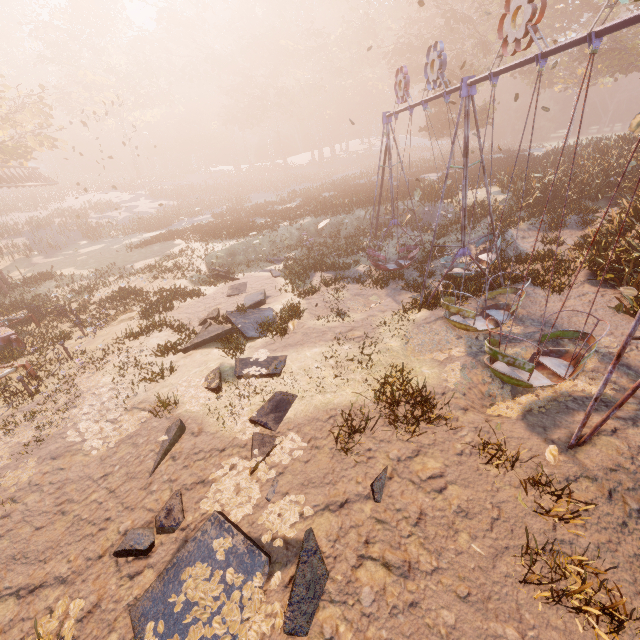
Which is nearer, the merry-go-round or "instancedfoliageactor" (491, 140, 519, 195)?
the merry-go-round

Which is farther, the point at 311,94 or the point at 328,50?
the point at 311,94

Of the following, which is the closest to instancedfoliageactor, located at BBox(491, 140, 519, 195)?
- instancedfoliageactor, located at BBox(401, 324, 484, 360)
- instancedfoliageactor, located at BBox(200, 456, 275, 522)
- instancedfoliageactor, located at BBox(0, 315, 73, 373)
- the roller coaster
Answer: instancedfoliageactor, located at BBox(0, 315, 73, 373)

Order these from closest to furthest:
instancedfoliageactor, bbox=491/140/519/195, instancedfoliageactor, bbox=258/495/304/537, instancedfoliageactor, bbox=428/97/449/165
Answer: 1. instancedfoliageactor, bbox=258/495/304/537
2. instancedfoliageactor, bbox=491/140/519/195
3. instancedfoliageactor, bbox=428/97/449/165

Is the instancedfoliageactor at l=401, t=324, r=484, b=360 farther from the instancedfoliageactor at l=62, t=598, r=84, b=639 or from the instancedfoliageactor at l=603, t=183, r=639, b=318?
the instancedfoliageactor at l=62, t=598, r=84, b=639

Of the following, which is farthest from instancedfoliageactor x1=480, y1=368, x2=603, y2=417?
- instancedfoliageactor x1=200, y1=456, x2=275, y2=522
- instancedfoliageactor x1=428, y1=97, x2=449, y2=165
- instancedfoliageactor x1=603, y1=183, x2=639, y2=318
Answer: instancedfoliageactor x1=428, y1=97, x2=449, y2=165

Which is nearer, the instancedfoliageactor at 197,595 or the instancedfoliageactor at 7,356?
the instancedfoliageactor at 197,595

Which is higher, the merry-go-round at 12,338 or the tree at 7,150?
the tree at 7,150
